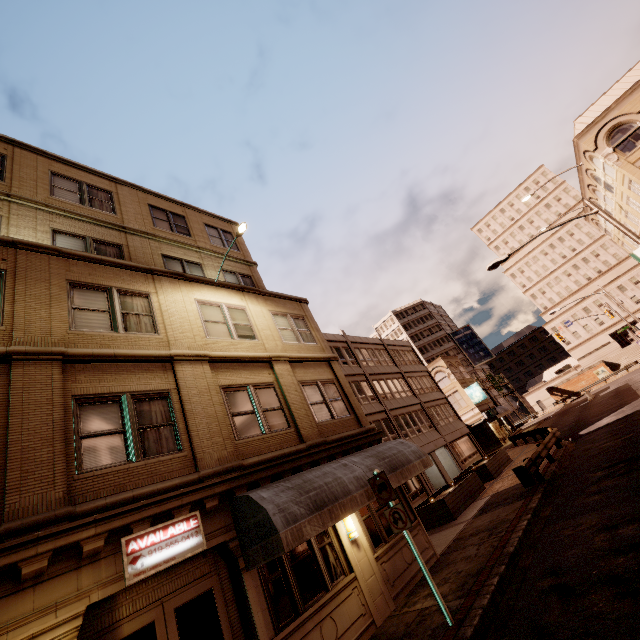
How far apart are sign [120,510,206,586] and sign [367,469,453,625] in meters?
3.9 m

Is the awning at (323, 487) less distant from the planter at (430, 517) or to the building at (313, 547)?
the building at (313, 547)

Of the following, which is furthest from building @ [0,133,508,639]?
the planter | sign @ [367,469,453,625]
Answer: the planter

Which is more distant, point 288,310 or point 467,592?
point 288,310

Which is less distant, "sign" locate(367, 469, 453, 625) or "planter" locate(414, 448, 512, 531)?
"sign" locate(367, 469, 453, 625)

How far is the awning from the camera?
6.70m

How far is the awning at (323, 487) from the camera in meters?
6.7

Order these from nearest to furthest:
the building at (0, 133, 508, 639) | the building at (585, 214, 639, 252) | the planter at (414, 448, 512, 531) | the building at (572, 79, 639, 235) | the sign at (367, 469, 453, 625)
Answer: the building at (0, 133, 508, 639) < the sign at (367, 469, 453, 625) < the planter at (414, 448, 512, 531) < the building at (572, 79, 639, 235) < the building at (585, 214, 639, 252)
